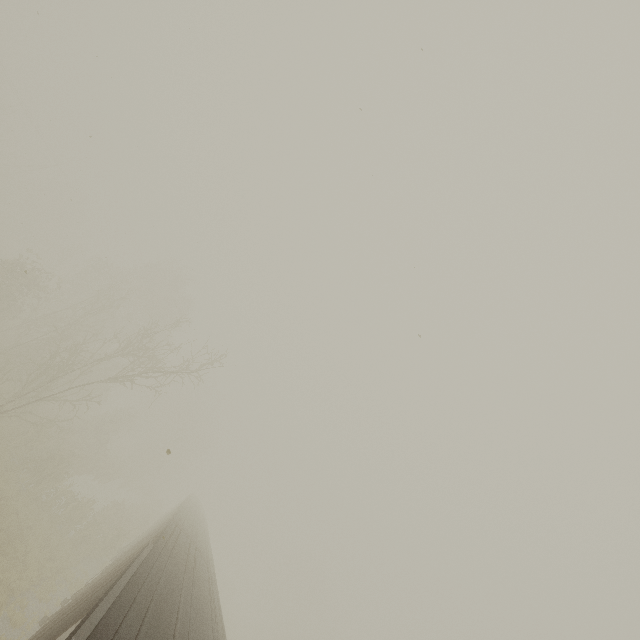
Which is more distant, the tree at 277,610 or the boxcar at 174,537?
the tree at 277,610

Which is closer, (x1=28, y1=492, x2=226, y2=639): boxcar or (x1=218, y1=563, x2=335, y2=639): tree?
(x1=28, y1=492, x2=226, y2=639): boxcar

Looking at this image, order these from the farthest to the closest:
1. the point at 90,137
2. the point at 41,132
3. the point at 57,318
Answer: the point at 41,132
the point at 57,318
the point at 90,137
